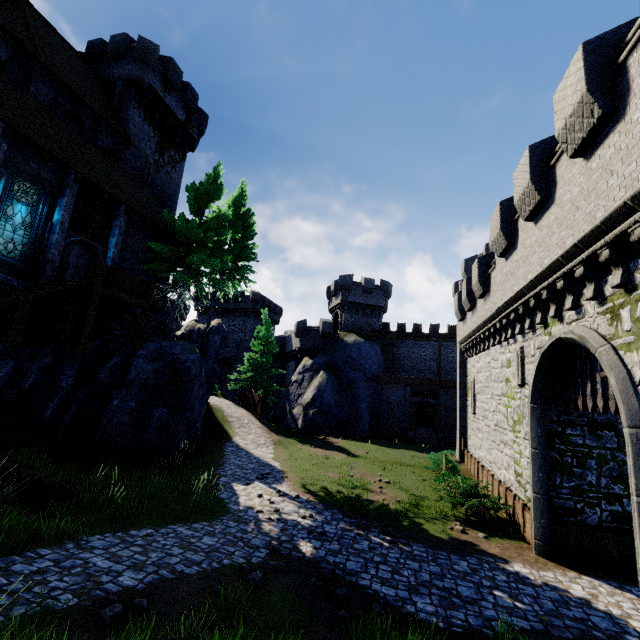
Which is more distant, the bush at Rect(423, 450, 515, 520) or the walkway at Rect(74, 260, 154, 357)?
the walkway at Rect(74, 260, 154, 357)

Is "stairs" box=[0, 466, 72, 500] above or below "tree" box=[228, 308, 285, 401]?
below

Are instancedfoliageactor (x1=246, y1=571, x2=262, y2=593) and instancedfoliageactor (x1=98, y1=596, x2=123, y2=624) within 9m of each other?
yes

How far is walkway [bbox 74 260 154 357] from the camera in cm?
1362

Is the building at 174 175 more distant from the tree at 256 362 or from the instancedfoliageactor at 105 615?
the instancedfoliageactor at 105 615

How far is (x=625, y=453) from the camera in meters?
10.0

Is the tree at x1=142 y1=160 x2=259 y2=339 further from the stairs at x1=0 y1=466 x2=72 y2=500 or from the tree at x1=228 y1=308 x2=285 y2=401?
the stairs at x1=0 y1=466 x2=72 y2=500

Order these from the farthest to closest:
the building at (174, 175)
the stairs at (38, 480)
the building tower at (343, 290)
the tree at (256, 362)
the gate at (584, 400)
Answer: the building tower at (343, 290)
the tree at (256, 362)
the building at (174, 175)
the stairs at (38, 480)
the gate at (584, 400)
